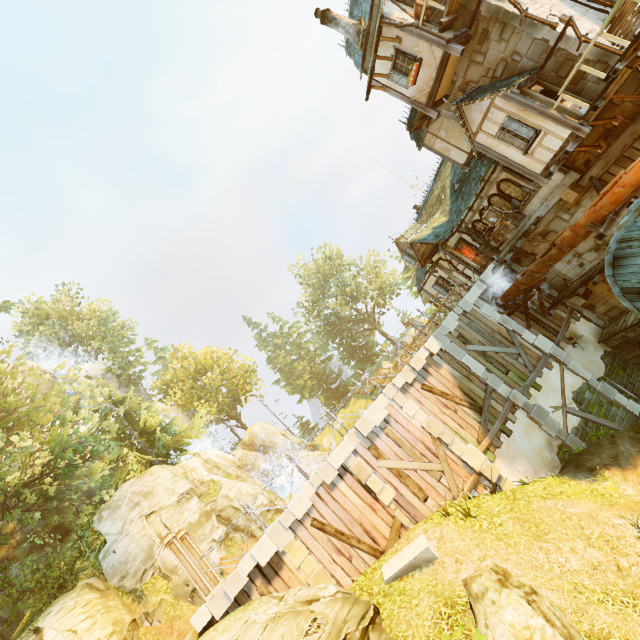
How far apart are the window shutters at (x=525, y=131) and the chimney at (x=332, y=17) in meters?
8.7

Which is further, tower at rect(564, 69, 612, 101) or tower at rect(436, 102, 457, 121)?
tower at rect(436, 102, 457, 121)

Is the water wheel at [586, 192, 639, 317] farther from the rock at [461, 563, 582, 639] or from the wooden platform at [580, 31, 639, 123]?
the rock at [461, 563, 582, 639]

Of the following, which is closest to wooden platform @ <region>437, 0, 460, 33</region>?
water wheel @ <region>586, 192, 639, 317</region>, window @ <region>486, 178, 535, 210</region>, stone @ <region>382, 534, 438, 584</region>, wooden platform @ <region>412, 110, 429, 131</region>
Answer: wooden platform @ <region>412, 110, 429, 131</region>

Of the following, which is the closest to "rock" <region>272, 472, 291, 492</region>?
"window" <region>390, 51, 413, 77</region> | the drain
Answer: the drain

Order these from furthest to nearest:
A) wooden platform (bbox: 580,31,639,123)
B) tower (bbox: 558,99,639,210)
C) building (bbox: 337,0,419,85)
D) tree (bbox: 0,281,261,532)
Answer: tree (bbox: 0,281,261,532) < building (bbox: 337,0,419,85) < tower (bbox: 558,99,639,210) < wooden platform (bbox: 580,31,639,123)

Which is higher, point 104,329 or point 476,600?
point 104,329

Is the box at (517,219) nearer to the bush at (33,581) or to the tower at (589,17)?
the tower at (589,17)
